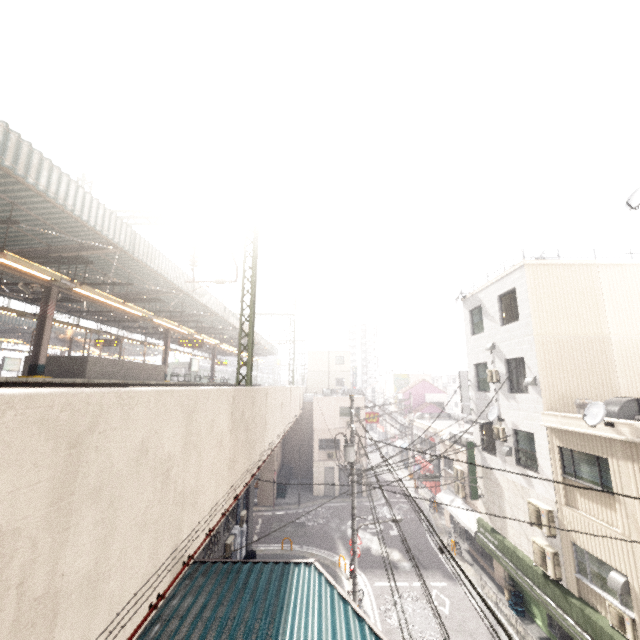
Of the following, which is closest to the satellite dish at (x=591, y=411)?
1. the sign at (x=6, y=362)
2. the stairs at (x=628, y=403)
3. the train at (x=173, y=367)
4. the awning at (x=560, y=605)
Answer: the stairs at (x=628, y=403)

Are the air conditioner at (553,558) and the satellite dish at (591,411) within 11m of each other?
yes

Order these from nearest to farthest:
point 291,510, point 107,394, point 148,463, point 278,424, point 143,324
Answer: point 107,394, point 148,463, point 278,424, point 143,324, point 291,510

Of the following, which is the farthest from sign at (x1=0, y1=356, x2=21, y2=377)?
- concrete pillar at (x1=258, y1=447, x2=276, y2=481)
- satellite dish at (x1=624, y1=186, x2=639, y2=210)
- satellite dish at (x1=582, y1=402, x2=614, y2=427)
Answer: satellite dish at (x1=624, y1=186, x2=639, y2=210)

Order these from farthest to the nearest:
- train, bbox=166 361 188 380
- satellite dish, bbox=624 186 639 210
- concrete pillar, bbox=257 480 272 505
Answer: train, bbox=166 361 188 380
concrete pillar, bbox=257 480 272 505
satellite dish, bbox=624 186 639 210

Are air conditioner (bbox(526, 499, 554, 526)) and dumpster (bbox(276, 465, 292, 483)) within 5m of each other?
no

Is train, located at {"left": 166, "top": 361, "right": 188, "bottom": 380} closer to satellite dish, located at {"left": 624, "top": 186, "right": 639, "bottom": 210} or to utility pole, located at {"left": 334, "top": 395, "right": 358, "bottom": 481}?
utility pole, located at {"left": 334, "top": 395, "right": 358, "bottom": 481}

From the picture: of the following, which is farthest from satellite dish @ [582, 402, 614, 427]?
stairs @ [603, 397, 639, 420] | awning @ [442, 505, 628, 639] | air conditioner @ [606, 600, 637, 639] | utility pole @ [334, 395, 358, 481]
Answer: utility pole @ [334, 395, 358, 481]
